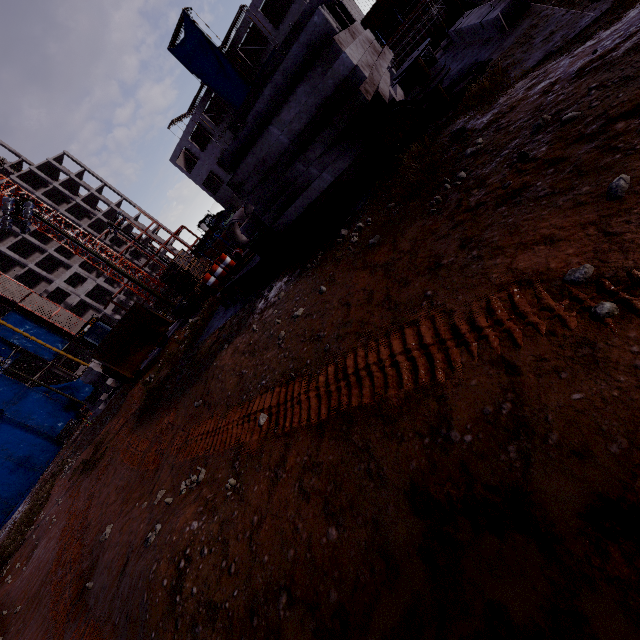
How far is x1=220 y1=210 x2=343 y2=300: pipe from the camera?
6.7 meters

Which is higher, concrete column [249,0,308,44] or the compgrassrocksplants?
concrete column [249,0,308,44]

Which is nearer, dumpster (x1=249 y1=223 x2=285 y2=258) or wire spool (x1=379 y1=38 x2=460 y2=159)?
wire spool (x1=379 y1=38 x2=460 y2=159)

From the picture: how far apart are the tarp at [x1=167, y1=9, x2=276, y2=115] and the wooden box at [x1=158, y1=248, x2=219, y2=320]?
23.6m

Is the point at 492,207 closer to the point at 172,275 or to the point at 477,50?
the point at 477,50

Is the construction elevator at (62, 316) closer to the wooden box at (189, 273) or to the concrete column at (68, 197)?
the concrete column at (68, 197)

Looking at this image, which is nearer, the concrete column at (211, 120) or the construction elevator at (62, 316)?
the concrete column at (211, 120)

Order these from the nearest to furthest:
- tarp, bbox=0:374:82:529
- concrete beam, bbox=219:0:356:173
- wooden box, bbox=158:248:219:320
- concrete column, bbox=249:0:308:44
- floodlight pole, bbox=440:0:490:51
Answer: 1. concrete beam, bbox=219:0:356:173
2. floodlight pole, bbox=440:0:490:51
3. wooden box, bbox=158:248:219:320
4. concrete column, bbox=249:0:308:44
5. tarp, bbox=0:374:82:529
